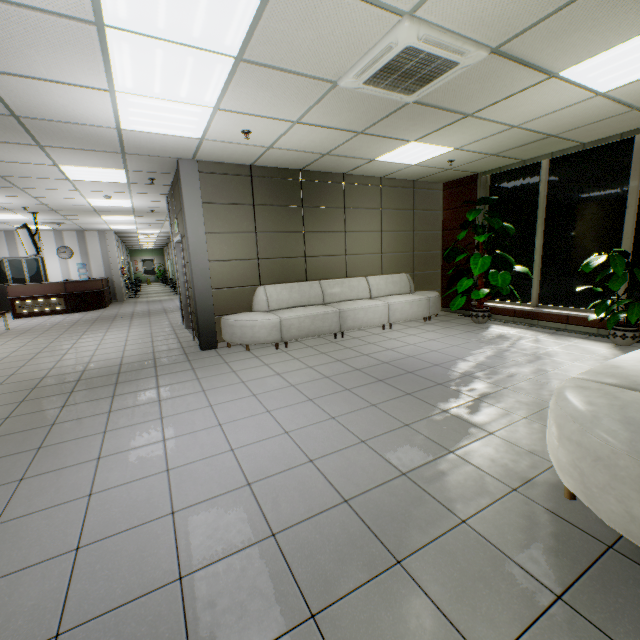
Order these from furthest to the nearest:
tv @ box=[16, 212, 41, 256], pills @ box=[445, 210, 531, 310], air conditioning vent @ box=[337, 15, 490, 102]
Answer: tv @ box=[16, 212, 41, 256] → pills @ box=[445, 210, 531, 310] → air conditioning vent @ box=[337, 15, 490, 102]

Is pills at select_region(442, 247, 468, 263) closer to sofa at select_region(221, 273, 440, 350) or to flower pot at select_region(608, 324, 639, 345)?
sofa at select_region(221, 273, 440, 350)

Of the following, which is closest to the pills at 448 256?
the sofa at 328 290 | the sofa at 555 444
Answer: the sofa at 328 290

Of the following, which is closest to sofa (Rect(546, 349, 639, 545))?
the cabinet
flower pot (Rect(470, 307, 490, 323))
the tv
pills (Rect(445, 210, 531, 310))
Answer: pills (Rect(445, 210, 531, 310))

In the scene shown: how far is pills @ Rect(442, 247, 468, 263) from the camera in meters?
6.7

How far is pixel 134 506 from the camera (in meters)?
2.13

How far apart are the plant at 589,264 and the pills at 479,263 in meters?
1.2 m

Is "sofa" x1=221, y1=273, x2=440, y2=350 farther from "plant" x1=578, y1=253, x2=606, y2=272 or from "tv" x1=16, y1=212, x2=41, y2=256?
"tv" x1=16, y1=212, x2=41, y2=256
